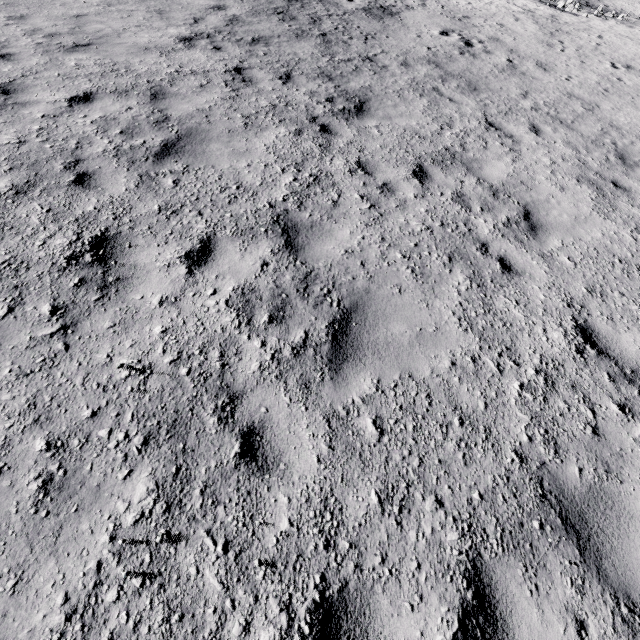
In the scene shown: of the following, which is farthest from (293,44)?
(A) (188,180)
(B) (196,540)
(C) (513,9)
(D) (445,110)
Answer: (C) (513,9)
